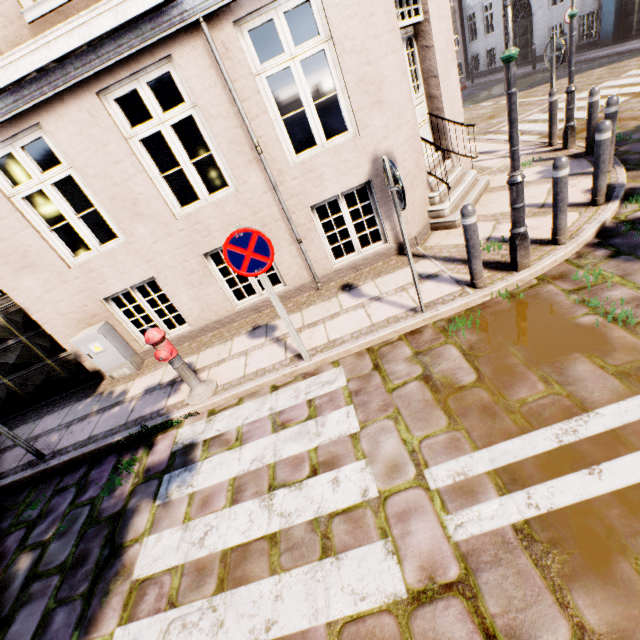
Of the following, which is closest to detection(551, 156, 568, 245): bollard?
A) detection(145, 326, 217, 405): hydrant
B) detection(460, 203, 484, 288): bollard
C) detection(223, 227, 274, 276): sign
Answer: detection(460, 203, 484, 288): bollard

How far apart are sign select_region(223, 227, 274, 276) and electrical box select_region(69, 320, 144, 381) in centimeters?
354cm

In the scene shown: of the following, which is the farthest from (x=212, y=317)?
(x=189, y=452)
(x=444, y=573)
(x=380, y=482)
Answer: (x=444, y=573)

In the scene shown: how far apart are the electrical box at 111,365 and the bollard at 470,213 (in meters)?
5.92

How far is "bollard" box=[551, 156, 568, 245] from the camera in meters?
3.8 m

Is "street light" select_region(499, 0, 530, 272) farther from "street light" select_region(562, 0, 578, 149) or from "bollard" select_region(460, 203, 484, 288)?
"street light" select_region(562, 0, 578, 149)

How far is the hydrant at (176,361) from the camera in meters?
4.1

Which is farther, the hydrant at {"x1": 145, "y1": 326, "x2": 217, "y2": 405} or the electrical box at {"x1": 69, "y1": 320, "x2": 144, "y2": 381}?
the electrical box at {"x1": 69, "y1": 320, "x2": 144, "y2": 381}
